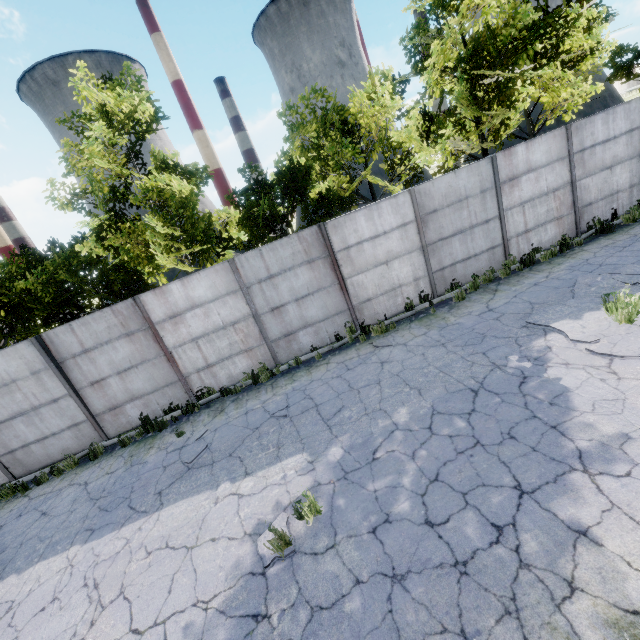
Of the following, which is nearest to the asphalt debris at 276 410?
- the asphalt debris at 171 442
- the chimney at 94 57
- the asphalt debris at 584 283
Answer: the asphalt debris at 171 442

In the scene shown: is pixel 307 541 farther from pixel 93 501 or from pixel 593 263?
pixel 593 263

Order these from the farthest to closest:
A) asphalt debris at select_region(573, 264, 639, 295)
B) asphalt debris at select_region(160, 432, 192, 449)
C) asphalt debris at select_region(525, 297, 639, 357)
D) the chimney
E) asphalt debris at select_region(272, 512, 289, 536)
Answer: the chimney, asphalt debris at select_region(160, 432, 192, 449), asphalt debris at select_region(573, 264, 639, 295), asphalt debris at select_region(525, 297, 639, 357), asphalt debris at select_region(272, 512, 289, 536)

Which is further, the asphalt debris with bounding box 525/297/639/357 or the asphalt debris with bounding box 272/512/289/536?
the asphalt debris with bounding box 525/297/639/357

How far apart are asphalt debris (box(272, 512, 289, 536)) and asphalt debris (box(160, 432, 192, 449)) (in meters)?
3.90

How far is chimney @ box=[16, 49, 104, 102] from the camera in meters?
57.2

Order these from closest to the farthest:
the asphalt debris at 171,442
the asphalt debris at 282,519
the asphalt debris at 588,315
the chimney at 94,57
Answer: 1. the asphalt debris at 282,519
2. the asphalt debris at 588,315
3. the asphalt debris at 171,442
4. the chimney at 94,57

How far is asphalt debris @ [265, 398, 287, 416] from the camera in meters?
7.8
